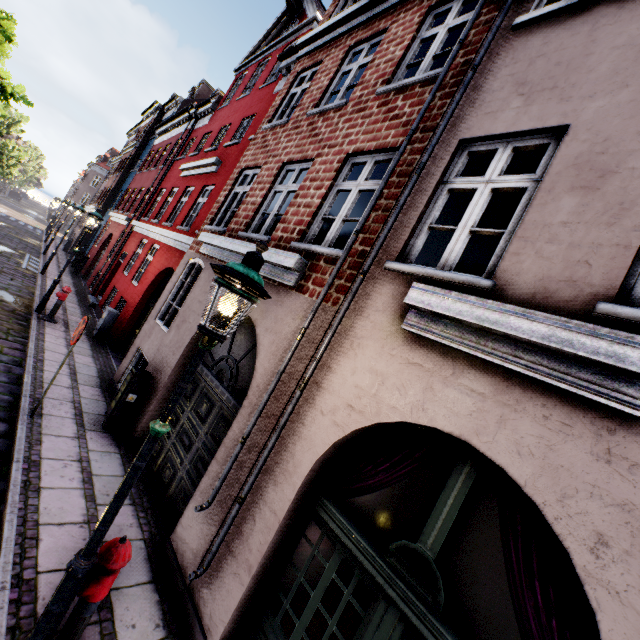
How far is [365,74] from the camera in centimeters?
602cm

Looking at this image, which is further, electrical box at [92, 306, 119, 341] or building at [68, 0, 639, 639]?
electrical box at [92, 306, 119, 341]

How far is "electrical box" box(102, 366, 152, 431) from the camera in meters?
6.3 m

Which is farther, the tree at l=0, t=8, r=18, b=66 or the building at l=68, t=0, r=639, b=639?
the tree at l=0, t=8, r=18, b=66

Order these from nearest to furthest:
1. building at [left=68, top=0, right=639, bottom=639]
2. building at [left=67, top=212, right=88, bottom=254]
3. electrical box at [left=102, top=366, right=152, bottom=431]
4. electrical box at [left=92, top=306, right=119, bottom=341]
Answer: building at [left=68, top=0, right=639, bottom=639]
electrical box at [left=102, top=366, right=152, bottom=431]
electrical box at [left=92, top=306, right=119, bottom=341]
building at [left=67, top=212, right=88, bottom=254]

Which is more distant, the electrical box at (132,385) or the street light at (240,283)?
the electrical box at (132,385)

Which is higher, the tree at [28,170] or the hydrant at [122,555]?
the tree at [28,170]

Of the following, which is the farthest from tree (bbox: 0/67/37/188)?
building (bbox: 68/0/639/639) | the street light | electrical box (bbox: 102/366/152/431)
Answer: electrical box (bbox: 102/366/152/431)
